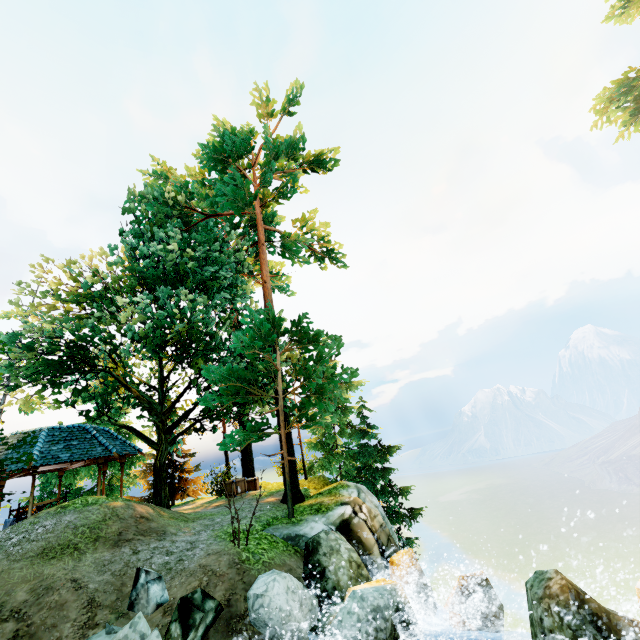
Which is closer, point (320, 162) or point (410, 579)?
point (410, 579)

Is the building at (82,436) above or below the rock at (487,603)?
above

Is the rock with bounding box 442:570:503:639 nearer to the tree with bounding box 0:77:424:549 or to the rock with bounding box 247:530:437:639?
the rock with bounding box 247:530:437:639

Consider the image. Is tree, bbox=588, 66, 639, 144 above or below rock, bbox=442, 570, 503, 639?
above

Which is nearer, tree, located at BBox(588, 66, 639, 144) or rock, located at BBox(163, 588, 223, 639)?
rock, located at BBox(163, 588, 223, 639)

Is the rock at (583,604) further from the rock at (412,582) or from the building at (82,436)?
the building at (82,436)

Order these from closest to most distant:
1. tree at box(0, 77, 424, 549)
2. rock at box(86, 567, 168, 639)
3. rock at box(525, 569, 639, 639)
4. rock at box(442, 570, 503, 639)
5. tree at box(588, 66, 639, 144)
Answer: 1. rock at box(525, 569, 639, 639)
2. rock at box(86, 567, 168, 639)
3. rock at box(442, 570, 503, 639)
4. tree at box(0, 77, 424, 549)
5. tree at box(588, 66, 639, 144)

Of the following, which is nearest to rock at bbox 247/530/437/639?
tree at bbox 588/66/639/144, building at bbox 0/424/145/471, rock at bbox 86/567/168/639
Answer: rock at bbox 86/567/168/639
